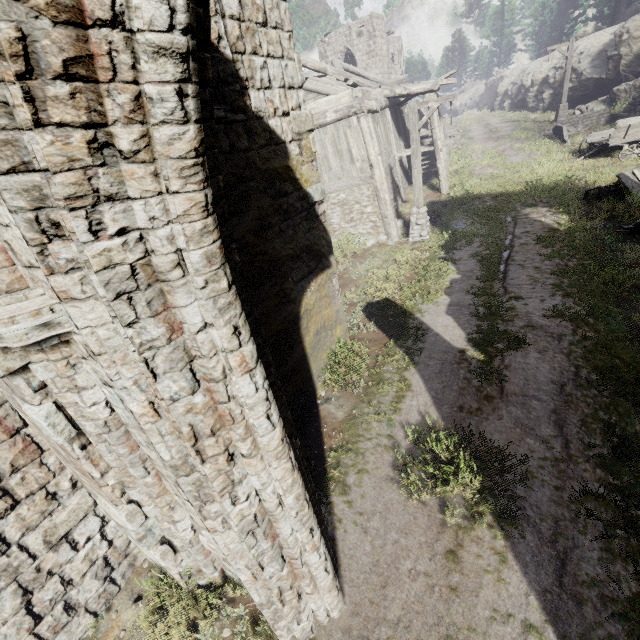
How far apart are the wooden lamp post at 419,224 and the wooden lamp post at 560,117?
18.96m

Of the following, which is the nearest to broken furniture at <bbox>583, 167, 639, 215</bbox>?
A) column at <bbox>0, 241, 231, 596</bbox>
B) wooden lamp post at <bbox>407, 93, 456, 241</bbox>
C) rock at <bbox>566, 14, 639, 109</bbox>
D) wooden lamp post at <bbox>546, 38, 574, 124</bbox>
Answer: wooden lamp post at <bbox>407, 93, 456, 241</bbox>

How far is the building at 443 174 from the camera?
15.5m

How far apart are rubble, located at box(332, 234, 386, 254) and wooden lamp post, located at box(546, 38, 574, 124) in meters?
20.1

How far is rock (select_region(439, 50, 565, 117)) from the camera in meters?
28.0 m

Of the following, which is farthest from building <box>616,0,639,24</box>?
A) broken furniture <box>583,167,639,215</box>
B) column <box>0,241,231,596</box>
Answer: column <box>0,241,231,596</box>

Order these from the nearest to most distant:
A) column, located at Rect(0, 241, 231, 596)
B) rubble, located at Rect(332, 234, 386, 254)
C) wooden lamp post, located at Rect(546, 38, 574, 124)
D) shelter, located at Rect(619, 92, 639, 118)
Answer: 1. column, located at Rect(0, 241, 231, 596)
2. rubble, located at Rect(332, 234, 386, 254)
3. shelter, located at Rect(619, 92, 639, 118)
4. wooden lamp post, located at Rect(546, 38, 574, 124)

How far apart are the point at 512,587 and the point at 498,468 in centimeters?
147cm
